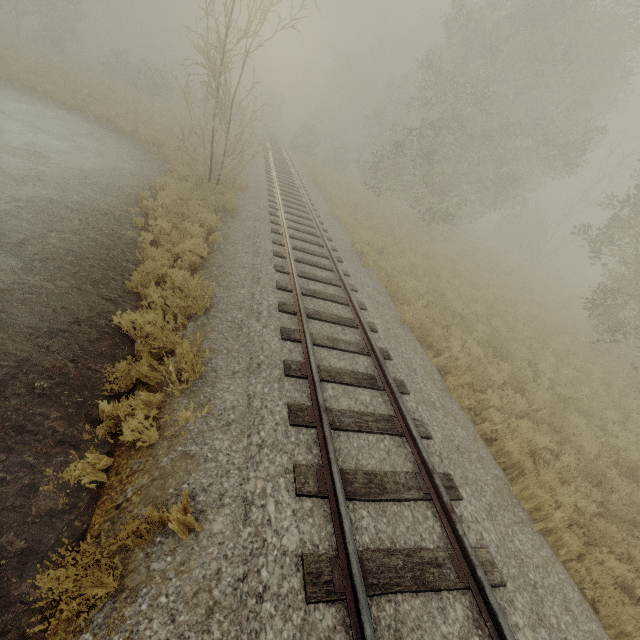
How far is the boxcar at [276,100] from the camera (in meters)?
54.12

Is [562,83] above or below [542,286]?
above

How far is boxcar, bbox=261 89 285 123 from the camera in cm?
5412
